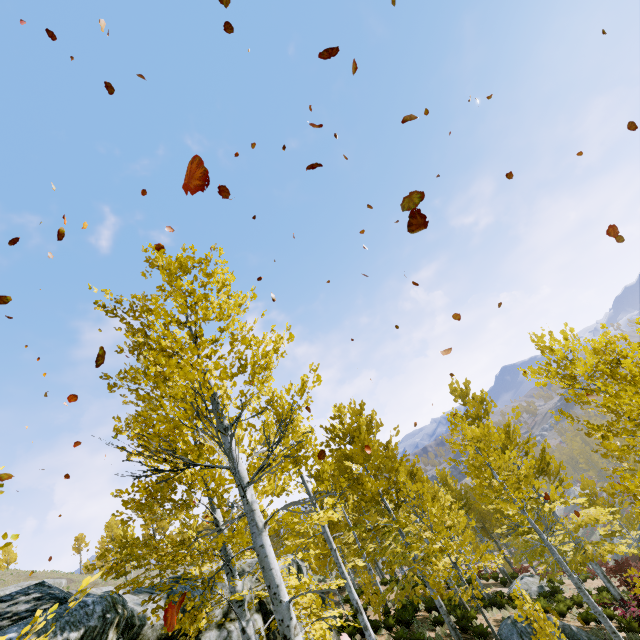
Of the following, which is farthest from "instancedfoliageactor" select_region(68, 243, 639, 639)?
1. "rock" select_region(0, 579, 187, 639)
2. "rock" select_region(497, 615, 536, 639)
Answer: "rock" select_region(497, 615, 536, 639)

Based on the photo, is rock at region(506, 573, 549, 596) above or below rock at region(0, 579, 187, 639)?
below

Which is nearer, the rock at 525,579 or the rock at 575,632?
the rock at 575,632

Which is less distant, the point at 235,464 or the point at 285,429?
the point at 235,464

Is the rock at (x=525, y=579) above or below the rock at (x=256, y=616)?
below

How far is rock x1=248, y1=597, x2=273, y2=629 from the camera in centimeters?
869cm

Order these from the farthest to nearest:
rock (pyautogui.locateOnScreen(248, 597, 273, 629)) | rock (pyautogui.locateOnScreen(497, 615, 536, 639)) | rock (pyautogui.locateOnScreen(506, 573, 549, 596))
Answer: rock (pyautogui.locateOnScreen(506, 573, 549, 596)) < rock (pyautogui.locateOnScreen(497, 615, 536, 639)) < rock (pyautogui.locateOnScreen(248, 597, 273, 629))
